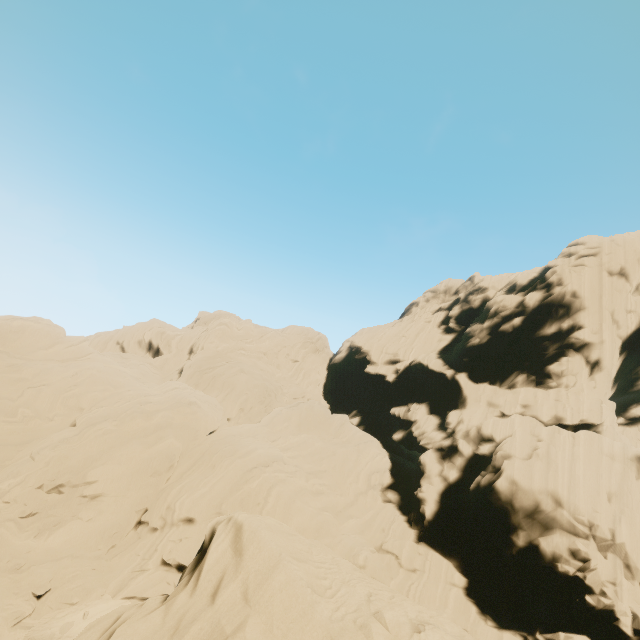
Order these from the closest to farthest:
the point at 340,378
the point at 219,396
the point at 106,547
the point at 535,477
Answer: the point at 106,547, the point at 535,477, the point at 219,396, the point at 340,378
